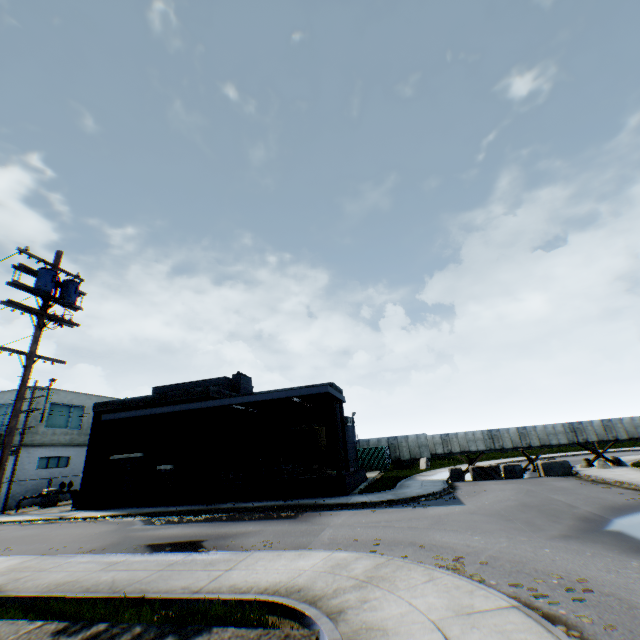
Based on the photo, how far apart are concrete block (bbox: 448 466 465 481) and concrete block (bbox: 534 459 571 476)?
4.4 meters

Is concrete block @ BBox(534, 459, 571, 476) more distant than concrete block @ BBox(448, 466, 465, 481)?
No

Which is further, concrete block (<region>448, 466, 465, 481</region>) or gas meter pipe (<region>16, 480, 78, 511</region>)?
→ gas meter pipe (<region>16, 480, 78, 511</region>)

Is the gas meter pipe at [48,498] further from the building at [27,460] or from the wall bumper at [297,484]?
the wall bumper at [297,484]

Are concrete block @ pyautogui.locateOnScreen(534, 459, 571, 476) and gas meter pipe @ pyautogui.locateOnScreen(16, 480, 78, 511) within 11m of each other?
no

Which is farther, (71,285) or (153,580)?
(71,285)

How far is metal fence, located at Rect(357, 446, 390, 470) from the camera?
34.25m

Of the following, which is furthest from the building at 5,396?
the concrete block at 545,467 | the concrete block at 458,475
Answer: the concrete block at 545,467
